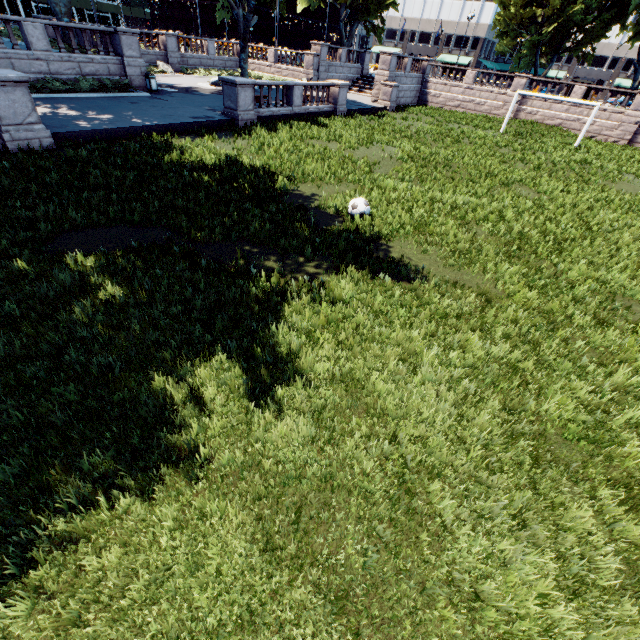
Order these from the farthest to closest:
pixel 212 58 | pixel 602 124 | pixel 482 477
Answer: pixel 212 58
pixel 602 124
pixel 482 477

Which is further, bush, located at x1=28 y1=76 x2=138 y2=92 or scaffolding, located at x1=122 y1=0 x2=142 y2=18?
scaffolding, located at x1=122 y1=0 x2=142 y2=18

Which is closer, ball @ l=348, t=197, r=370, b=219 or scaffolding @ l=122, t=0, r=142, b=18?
ball @ l=348, t=197, r=370, b=219

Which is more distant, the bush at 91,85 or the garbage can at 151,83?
the garbage can at 151,83

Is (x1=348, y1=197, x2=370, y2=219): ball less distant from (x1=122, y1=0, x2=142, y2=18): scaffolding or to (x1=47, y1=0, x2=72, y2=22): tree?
(x1=47, y1=0, x2=72, y2=22): tree

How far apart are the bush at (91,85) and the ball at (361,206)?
19.0 meters

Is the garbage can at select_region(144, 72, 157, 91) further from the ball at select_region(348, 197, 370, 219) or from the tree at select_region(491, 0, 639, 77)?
the ball at select_region(348, 197, 370, 219)

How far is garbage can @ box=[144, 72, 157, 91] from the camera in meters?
21.6 m
